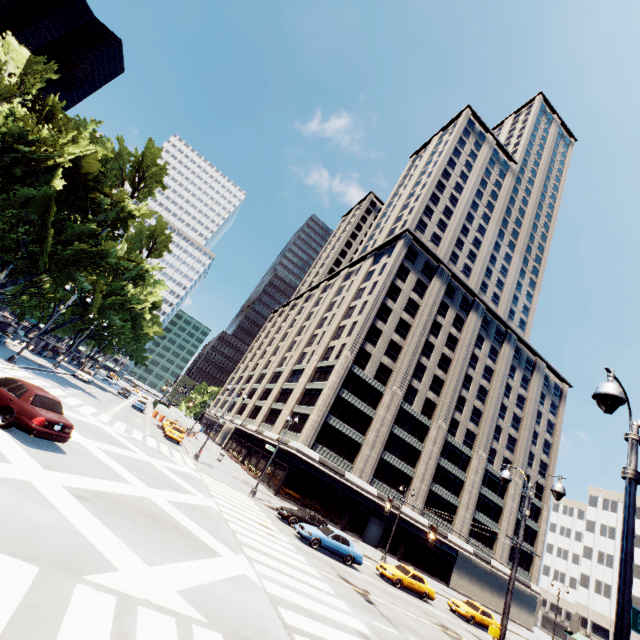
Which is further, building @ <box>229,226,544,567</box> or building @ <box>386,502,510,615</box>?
building @ <box>386,502,510,615</box>

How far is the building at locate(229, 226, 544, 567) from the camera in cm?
4047

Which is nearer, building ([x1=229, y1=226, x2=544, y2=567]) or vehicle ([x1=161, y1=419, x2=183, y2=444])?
vehicle ([x1=161, y1=419, x2=183, y2=444])

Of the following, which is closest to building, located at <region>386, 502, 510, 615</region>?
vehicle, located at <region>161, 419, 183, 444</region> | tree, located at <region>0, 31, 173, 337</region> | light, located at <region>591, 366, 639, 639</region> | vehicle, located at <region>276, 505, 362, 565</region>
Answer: tree, located at <region>0, 31, 173, 337</region>

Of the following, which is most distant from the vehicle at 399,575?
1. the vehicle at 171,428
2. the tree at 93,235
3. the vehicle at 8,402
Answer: the tree at 93,235

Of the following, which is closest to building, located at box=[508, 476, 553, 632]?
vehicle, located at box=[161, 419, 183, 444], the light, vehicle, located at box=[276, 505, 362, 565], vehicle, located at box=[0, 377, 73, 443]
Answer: vehicle, located at box=[161, 419, 183, 444]

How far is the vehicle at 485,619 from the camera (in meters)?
26.14

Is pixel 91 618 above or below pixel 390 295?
below
